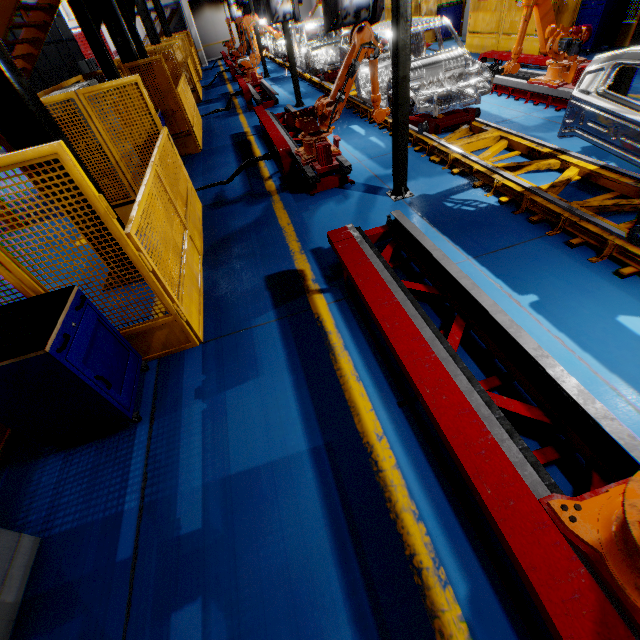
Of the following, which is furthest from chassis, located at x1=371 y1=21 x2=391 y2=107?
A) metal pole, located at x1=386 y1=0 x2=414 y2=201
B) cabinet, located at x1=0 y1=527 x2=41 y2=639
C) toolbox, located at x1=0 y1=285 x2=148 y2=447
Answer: cabinet, located at x1=0 y1=527 x2=41 y2=639

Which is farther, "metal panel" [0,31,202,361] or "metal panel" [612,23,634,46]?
"metal panel" [612,23,634,46]

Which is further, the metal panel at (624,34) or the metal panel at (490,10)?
the metal panel at (490,10)

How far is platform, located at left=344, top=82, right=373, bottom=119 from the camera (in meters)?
8.82

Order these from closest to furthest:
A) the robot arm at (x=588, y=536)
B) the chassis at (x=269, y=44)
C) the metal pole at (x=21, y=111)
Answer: the robot arm at (x=588, y=536)
the metal pole at (x=21, y=111)
the chassis at (x=269, y=44)

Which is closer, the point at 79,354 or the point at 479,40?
the point at 79,354

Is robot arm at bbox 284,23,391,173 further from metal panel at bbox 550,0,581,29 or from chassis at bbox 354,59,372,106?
metal panel at bbox 550,0,581,29

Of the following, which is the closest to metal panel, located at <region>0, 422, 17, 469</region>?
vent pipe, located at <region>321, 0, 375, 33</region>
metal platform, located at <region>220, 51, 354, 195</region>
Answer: metal platform, located at <region>220, 51, 354, 195</region>
